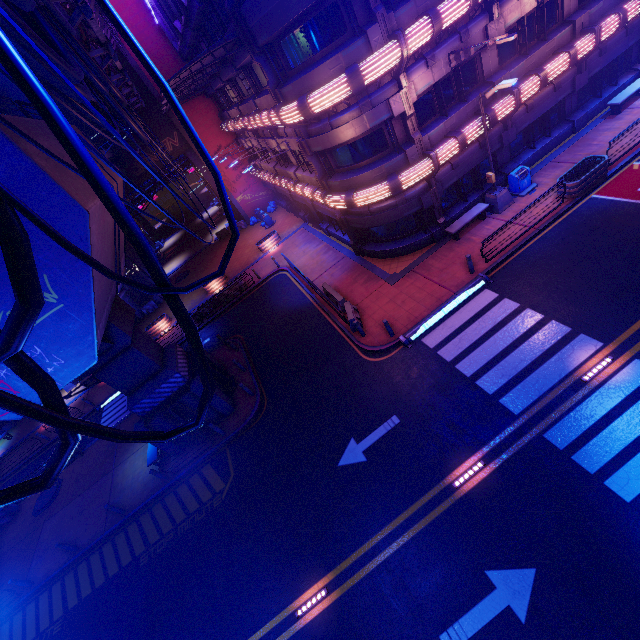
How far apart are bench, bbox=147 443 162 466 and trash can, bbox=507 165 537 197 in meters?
23.3 m

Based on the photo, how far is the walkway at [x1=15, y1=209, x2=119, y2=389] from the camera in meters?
9.0

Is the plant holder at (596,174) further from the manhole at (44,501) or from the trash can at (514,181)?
the manhole at (44,501)

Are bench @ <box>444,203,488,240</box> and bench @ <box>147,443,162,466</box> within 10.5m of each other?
no

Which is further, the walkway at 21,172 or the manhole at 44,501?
the manhole at 44,501

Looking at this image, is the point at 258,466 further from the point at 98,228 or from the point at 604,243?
the point at 604,243

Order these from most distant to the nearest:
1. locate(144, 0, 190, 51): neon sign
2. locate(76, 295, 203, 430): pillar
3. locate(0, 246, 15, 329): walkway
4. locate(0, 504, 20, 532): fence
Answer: locate(0, 504, 20, 532): fence
locate(144, 0, 190, 51): neon sign
locate(76, 295, 203, 430): pillar
locate(0, 246, 15, 329): walkway

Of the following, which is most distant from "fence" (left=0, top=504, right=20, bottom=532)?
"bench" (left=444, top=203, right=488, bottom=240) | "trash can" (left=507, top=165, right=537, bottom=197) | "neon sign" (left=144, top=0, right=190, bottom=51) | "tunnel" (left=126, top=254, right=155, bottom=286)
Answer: "trash can" (left=507, top=165, right=537, bottom=197)
